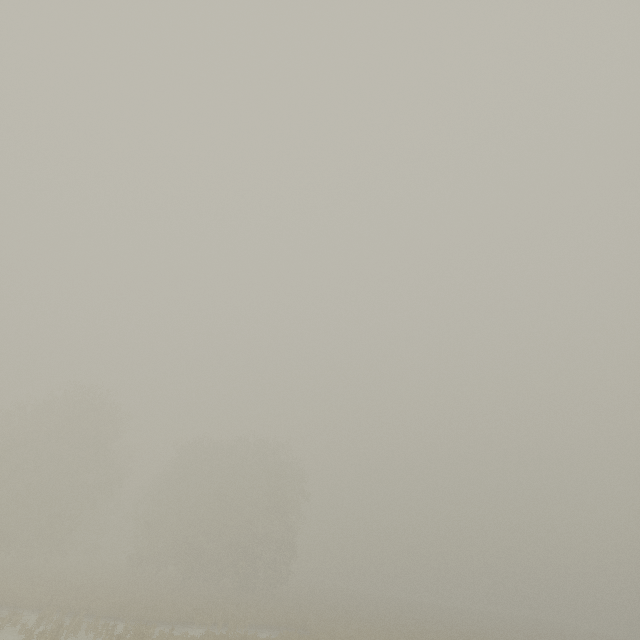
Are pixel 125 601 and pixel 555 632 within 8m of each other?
no
